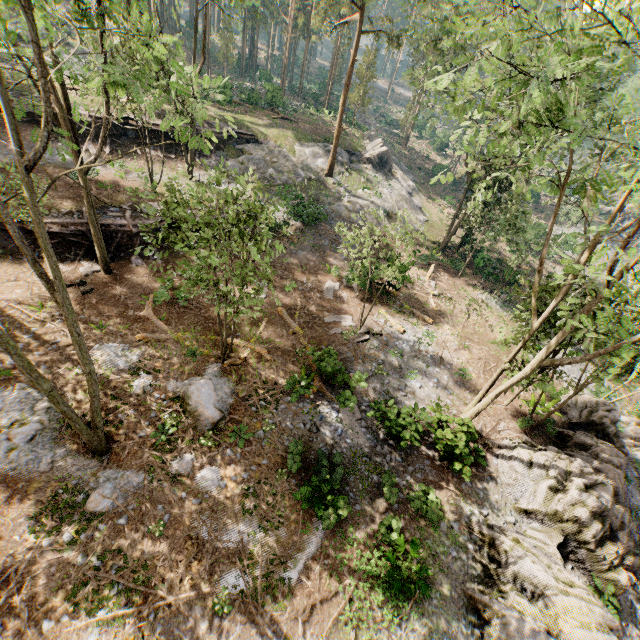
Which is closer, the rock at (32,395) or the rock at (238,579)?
the rock at (238,579)

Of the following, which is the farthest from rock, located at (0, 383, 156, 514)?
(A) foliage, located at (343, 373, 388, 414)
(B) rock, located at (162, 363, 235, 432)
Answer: (A) foliage, located at (343, 373, 388, 414)

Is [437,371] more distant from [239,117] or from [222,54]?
[222,54]

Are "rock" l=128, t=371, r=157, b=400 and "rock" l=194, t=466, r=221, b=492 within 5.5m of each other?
yes

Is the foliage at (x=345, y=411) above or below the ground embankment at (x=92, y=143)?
below

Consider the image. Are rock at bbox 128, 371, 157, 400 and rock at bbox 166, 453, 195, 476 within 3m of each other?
yes

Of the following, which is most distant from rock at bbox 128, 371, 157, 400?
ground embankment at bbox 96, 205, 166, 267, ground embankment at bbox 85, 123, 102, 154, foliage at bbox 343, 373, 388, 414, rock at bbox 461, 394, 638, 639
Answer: Answer: ground embankment at bbox 85, 123, 102, 154

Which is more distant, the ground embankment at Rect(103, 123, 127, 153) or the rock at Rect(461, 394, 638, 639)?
the ground embankment at Rect(103, 123, 127, 153)
